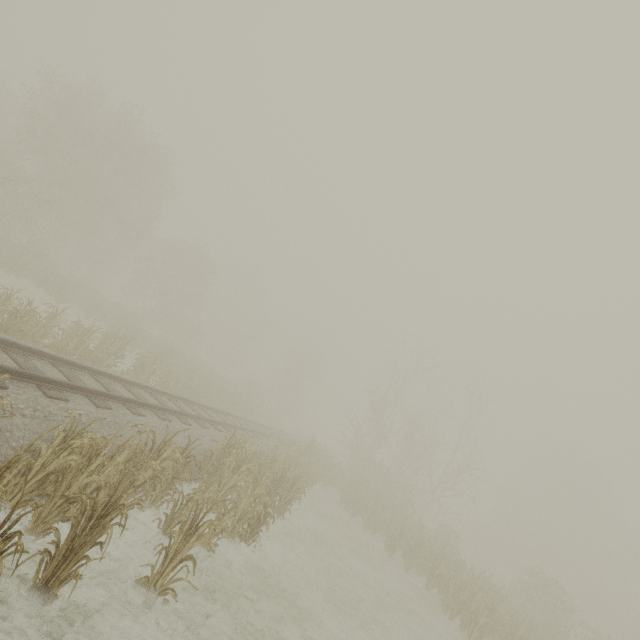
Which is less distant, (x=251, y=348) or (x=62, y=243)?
(x=62, y=243)
